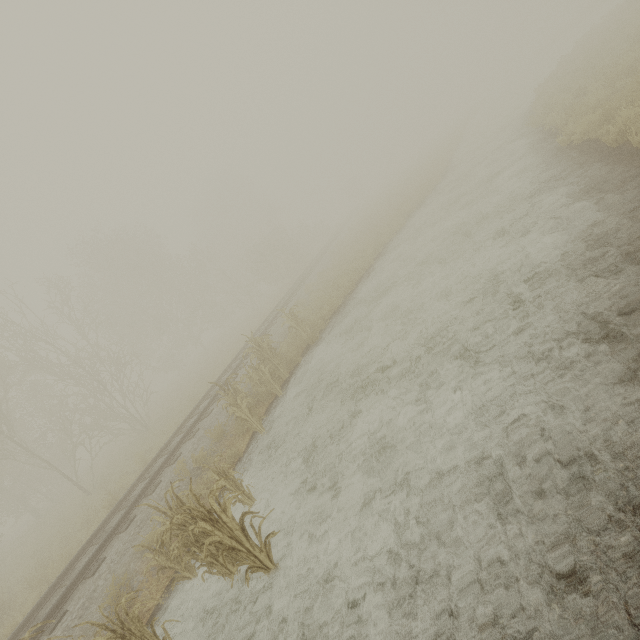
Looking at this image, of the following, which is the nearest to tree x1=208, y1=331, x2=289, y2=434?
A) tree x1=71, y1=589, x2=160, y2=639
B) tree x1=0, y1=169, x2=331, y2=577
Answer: tree x1=71, y1=589, x2=160, y2=639

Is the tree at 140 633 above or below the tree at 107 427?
below

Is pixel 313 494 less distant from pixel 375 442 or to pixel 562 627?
pixel 375 442

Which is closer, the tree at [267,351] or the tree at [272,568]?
the tree at [272,568]

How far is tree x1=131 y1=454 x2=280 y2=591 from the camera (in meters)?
4.38

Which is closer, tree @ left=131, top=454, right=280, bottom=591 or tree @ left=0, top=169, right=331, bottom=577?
tree @ left=131, top=454, right=280, bottom=591

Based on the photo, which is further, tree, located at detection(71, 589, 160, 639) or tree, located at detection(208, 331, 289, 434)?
tree, located at detection(208, 331, 289, 434)

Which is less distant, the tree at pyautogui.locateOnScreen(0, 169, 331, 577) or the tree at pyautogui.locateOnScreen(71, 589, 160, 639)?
the tree at pyautogui.locateOnScreen(71, 589, 160, 639)
